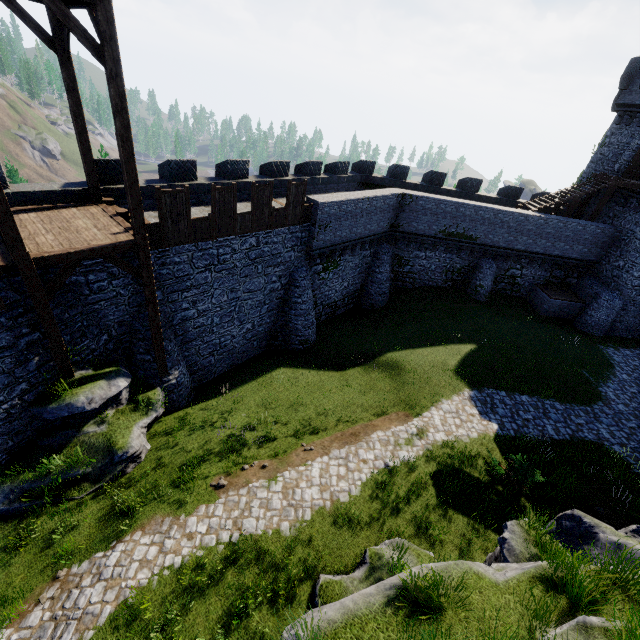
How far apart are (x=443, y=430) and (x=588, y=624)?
9.05m

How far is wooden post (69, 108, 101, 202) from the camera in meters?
10.7

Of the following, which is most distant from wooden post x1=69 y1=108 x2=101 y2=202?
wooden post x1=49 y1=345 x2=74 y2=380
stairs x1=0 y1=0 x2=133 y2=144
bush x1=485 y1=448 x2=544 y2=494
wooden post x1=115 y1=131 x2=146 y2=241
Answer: bush x1=485 y1=448 x2=544 y2=494

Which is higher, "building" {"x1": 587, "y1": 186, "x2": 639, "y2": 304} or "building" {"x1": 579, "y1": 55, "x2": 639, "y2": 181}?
"building" {"x1": 579, "y1": 55, "x2": 639, "y2": 181}

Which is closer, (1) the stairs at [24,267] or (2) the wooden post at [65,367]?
(1) the stairs at [24,267]

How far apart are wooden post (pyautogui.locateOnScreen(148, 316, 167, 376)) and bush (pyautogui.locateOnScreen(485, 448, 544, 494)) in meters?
13.3

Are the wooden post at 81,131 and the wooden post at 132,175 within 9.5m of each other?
yes

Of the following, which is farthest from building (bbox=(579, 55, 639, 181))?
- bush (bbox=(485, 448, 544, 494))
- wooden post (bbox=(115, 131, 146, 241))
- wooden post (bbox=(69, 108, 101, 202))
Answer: wooden post (bbox=(69, 108, 101, 202))
